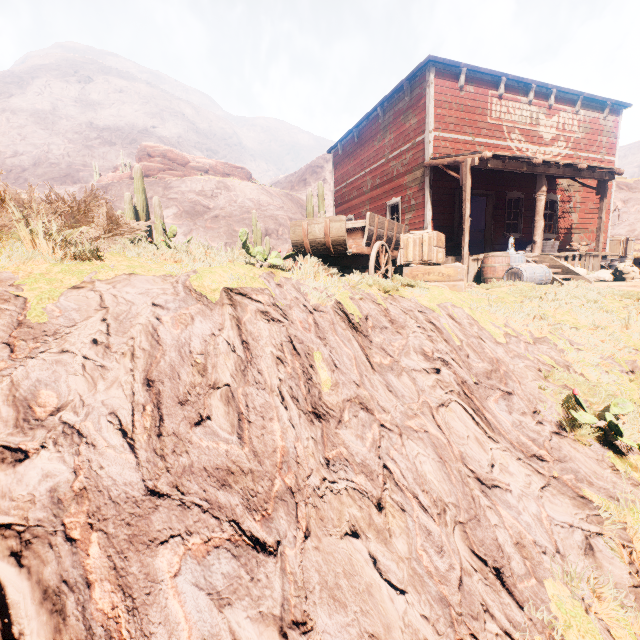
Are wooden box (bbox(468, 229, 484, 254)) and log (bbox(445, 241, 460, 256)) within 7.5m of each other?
no

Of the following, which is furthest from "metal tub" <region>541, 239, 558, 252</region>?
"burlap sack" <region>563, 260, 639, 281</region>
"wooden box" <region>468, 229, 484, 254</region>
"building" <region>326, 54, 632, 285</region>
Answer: "building" <region>326, 54, 632, 285</region>

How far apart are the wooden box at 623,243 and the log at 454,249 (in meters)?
9.26

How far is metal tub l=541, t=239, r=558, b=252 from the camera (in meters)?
11.60

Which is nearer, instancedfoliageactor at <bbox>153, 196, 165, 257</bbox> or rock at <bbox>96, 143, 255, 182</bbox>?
instancedfoliageactor at <bbox>153, 196, 165, 257</bbox>

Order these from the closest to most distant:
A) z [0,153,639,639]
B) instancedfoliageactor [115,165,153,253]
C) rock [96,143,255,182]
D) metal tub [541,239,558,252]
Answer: z [0,153,639,639] → instancedfoliageactor [115,165,153,253] → metal tub [541,239,558,252] → rock [96,143,255,182]

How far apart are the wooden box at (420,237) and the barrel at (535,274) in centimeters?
173cm

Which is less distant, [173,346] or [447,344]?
[173,346]
